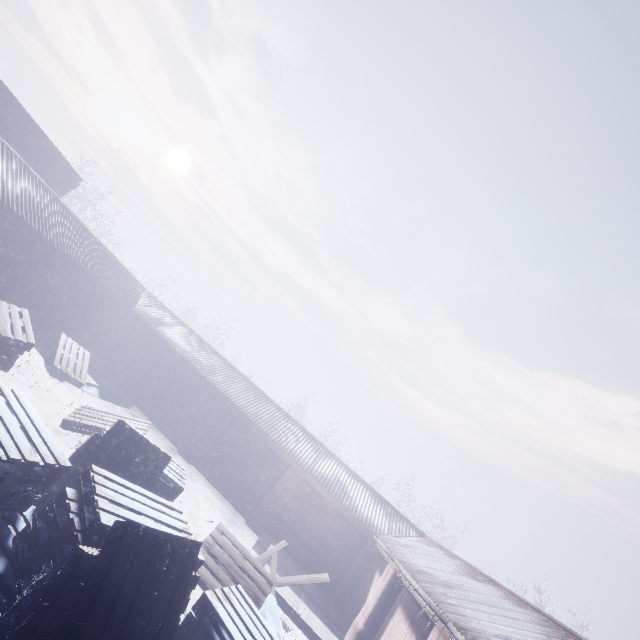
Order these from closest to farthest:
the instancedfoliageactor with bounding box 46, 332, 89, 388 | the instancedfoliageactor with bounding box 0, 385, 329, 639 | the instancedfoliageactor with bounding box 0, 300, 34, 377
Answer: the instancedfoliageactor with bounding box 0, 385, 329, 639 < the instancedfoliageactor with bounding box 0, 300, 34, 377 < the instancedfoliageactor with bounding box 46, 332, 89, 388

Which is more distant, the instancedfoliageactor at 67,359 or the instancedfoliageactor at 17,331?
the instancedfoliageactor at 67,359

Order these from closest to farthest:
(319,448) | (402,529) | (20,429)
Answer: (20,429) → (402,529) → (319,448)

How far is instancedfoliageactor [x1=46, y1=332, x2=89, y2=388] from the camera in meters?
8.3 m

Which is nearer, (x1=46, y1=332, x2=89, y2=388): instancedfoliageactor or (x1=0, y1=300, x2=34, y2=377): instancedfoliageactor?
(x1=0, y1=300, x2=34, y2=377): instancedfoliageactor
